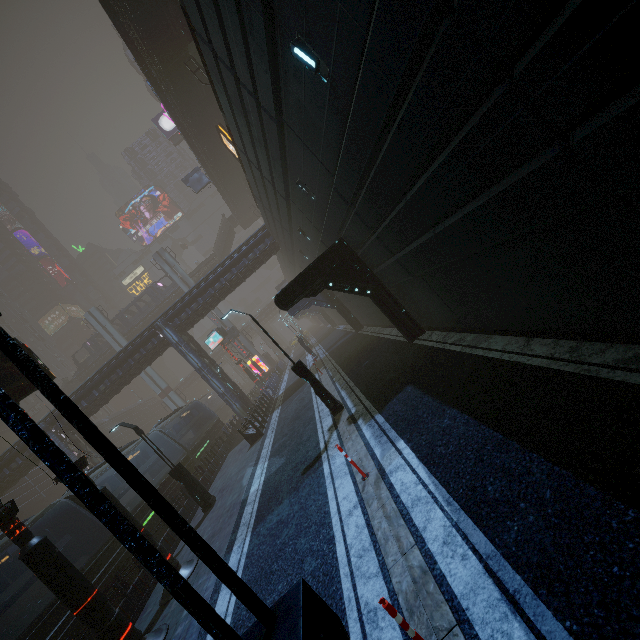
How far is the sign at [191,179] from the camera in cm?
4047

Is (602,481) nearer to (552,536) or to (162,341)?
(552,536)

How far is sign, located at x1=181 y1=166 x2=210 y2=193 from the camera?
40.5 meters

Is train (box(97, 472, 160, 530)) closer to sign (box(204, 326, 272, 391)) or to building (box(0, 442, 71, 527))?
building (box(0, 442, 71, 527))

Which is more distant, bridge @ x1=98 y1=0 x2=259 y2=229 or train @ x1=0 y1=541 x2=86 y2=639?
bridge @ x1=98 y1=0 x2=259 y2=229

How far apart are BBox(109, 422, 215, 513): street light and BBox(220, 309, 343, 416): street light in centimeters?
710cm

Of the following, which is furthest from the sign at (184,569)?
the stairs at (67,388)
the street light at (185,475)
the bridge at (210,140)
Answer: the stairs at (67,388)

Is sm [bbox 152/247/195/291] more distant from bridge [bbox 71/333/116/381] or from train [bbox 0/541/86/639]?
train [bbox 0/541/86/639]
